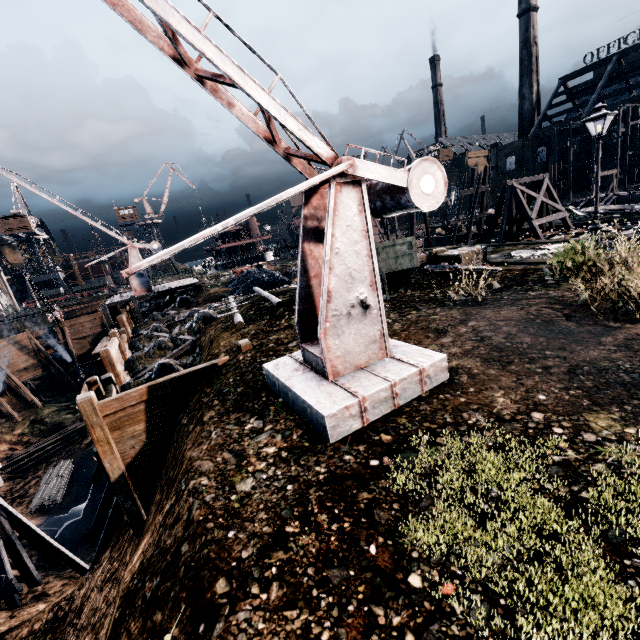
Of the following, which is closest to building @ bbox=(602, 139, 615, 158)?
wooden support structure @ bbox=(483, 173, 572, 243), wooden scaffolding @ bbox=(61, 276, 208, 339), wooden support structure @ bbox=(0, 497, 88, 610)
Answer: wooden support structure @ bbox=(0, 497, 88, 610)

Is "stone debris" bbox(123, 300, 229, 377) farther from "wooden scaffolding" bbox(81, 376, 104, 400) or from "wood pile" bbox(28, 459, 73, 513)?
"wood pile" bbox(28, 459, 73, 513)

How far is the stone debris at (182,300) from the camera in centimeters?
2689cm

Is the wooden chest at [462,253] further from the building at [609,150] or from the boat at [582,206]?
the building at [609,150]

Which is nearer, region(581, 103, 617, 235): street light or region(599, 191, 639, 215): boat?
region(581, 103, 617, 235): street light

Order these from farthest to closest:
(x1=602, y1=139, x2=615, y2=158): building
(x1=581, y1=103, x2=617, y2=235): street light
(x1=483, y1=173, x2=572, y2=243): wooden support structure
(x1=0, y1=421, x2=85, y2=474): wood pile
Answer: (x1=602, y1=139, x2=615, y2=158): building < (x1=0, y1=421, x2=85, y2=474): wood pile < (x1=483, y1=173, x2=572, y2=243): wooden support structure < (x1=581, y1=103, x2=617, y2=235): street light

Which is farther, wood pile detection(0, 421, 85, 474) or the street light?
wood pile detection(0, 421, 85, 474)

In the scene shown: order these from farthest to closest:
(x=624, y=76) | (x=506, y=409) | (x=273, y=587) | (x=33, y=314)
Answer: (x=624, y=76), (x=33, y=314), (x=506, y=409), (x=273, y=587)
